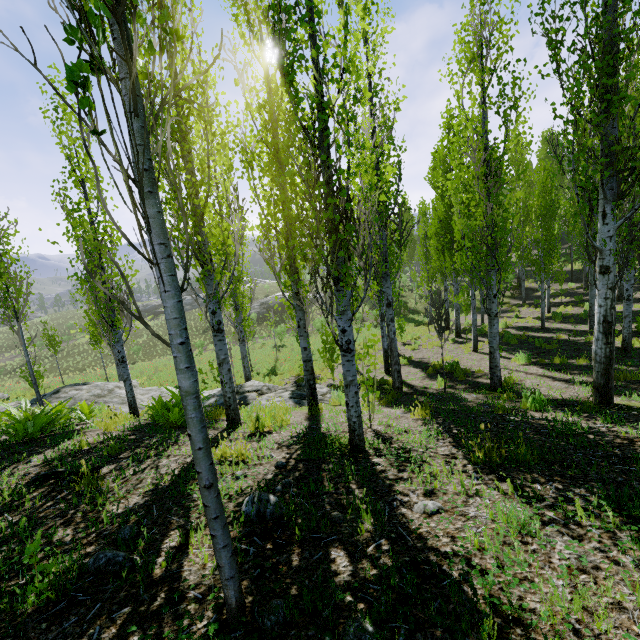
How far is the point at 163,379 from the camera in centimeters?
2011cm

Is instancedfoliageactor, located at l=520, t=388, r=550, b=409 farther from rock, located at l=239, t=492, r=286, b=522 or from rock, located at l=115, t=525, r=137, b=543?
rock, located at l=239, t=492, r=286, b=522

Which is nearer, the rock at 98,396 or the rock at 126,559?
the rock at 126,559

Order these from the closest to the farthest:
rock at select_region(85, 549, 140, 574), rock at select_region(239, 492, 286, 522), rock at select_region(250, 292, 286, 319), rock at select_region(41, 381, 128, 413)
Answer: rock at select_region(85, 549, 140, 574) < rock at select_region(239, 492, 286, 522) < rock at select_region(41, 381, 128, 413) < rock at select_region(250, 292, 286, 319)

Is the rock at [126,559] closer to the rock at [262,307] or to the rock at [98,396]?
the rock at [98,396]

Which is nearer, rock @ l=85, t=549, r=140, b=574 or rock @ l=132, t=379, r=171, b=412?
rock @ l=85, t=549, r=140, b=574

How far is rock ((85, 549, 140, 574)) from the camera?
2.2m

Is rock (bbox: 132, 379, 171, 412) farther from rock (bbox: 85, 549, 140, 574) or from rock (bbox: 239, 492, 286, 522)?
rock (bbox: 85, 549, 140, 574)
